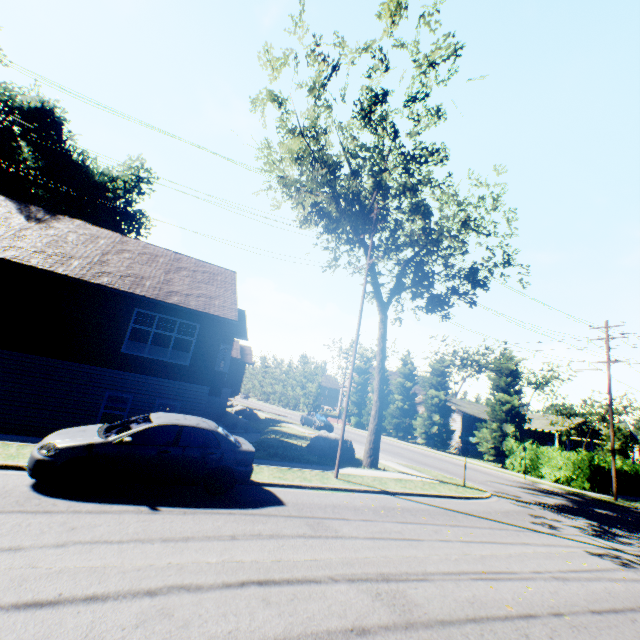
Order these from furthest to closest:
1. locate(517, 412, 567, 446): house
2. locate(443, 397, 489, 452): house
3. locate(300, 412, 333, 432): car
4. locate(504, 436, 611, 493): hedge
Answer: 1. locate(517, 412, 567, 446): house
2. locate(443, 397, 489, 452): house
3. locate(300, 412, 333, 432): car
4. locate(504, 436, 611, 493): hedge

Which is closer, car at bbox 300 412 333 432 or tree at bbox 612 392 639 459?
tree at bbox 612 392 639 459

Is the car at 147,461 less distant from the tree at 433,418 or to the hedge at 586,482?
the tree at 433,418

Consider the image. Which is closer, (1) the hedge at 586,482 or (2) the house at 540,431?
(1) the hedge at 586,482

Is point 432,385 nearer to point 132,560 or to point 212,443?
point 212,443

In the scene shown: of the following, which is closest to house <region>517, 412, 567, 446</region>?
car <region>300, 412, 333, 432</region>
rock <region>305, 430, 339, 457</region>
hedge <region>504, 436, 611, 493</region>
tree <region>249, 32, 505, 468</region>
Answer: tree <region>249, 32, 505, 468</region>

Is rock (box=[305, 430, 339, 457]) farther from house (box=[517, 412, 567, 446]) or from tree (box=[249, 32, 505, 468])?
house (box=[517, 412, 567, 446])

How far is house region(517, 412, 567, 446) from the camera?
38.5m
